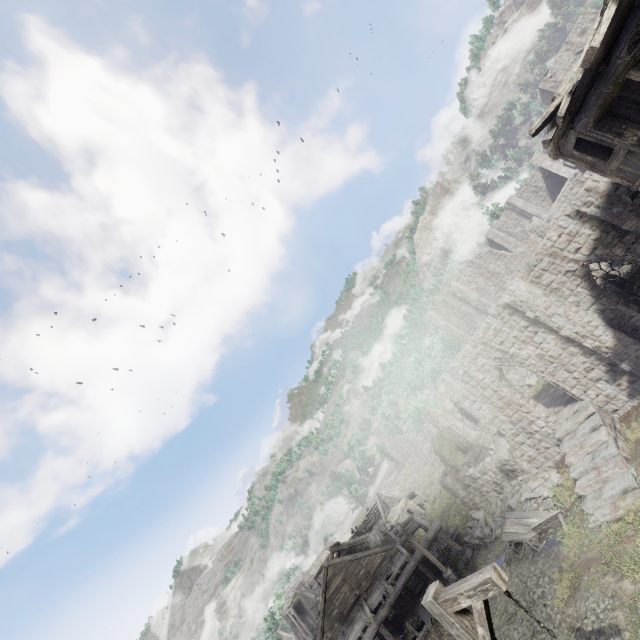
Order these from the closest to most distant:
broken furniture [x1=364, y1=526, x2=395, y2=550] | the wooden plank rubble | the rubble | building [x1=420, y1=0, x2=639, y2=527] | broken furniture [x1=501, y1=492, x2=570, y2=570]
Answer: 1. building [x1=420, y1=0, x2=639, y2=527]
2. broken furniture [x1=501, y1=492, x2=570, y2=570]
3. the rubble
4. broken furniture [x1=364, y1=526, x2=395, y2=550]
5. the wooden plank rubble

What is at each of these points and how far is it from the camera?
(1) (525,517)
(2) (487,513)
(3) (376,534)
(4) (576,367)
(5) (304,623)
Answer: (1) broken furniture, 16.47m
(2) rubble, 20.78m
(3) broken furniture, 30.05m
(4) building, 15.88m
(5) building, 47.47m

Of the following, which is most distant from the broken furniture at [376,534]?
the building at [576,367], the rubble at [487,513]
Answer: the rubble at [487,513]

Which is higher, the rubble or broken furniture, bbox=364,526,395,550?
broken furniture, bbox=364,526,395,550

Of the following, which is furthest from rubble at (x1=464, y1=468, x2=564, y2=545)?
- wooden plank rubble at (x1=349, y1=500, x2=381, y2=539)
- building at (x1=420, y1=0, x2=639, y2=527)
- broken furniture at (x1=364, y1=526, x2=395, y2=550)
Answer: wooden plank rubble at (x1=349, y1=500, x2=381, y2=539)

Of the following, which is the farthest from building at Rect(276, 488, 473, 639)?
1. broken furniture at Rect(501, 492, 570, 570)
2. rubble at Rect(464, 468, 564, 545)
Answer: broken furniture at Rect(501, 492, 570, 570)

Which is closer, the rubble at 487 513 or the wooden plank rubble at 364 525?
the rubble at 487 513

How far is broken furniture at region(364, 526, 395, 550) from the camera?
24.4m
